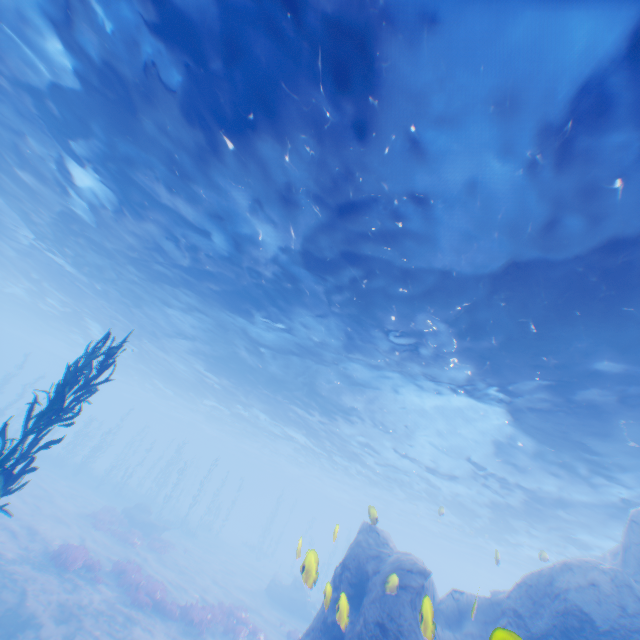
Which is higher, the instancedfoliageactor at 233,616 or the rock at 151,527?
the rock at 151,527

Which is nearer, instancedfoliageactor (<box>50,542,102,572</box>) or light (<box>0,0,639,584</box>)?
light (<box>0,0,639,584</box>)

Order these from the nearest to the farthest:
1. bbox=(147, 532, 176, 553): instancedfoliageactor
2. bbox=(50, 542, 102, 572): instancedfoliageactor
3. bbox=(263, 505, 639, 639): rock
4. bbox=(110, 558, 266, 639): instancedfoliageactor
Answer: bbox=(263, 505, 639, 639): rock < bbox=(50, 542, 102, 572): instancedfoliageactor < bbox=(110, 558, 266, 639): instancedfoliageactor < bbox=(147, 532, 176, 553): instancedfoliageactor

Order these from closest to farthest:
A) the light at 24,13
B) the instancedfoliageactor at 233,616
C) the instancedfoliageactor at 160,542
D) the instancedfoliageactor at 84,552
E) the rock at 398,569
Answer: the light at 24,13
the rock at 398,569
the instancedfoliageactor at 84,552
the instancedfoliageactor at 233,616
the instancedfoliageactor at 160,542

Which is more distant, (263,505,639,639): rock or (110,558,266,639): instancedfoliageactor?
(110,558,266,639): instancedfoliageactor

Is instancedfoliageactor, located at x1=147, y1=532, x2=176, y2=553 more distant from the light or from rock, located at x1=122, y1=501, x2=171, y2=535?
the light

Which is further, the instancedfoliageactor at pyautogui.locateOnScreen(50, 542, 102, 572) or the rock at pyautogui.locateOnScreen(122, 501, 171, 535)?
the rock at pyautogui.locateOnScreen(122, 501, 171, 535)

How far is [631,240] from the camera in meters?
6.3
